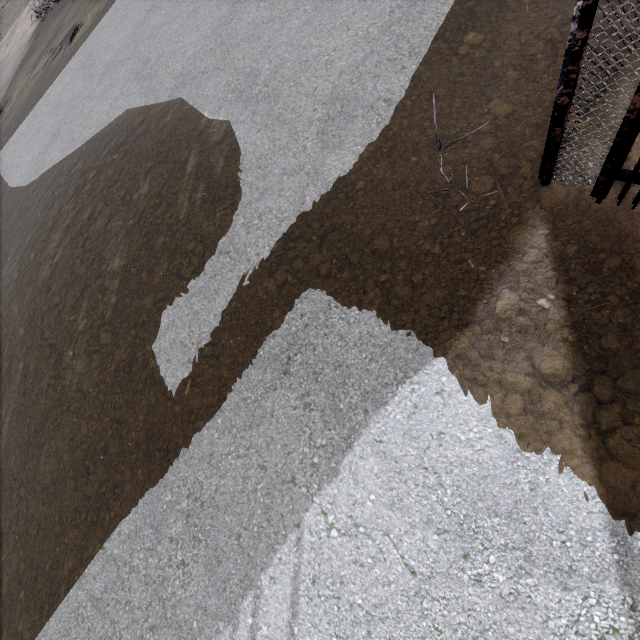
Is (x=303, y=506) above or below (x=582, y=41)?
below
